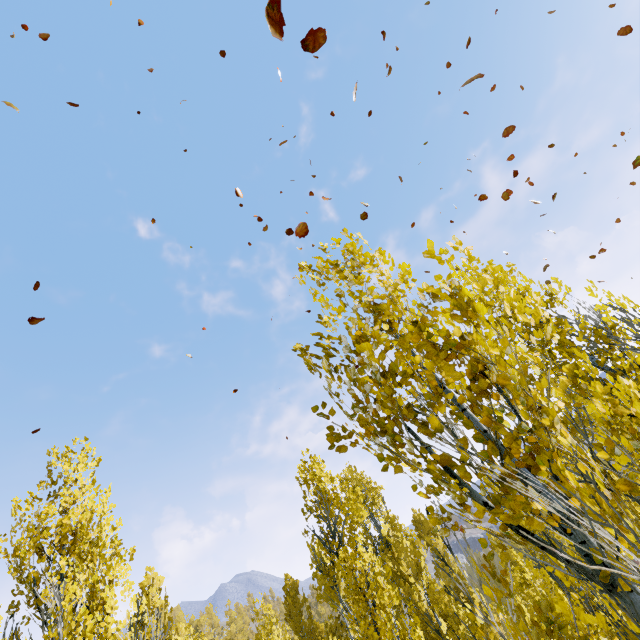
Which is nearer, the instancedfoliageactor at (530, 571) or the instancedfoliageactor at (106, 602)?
the instancedfoliageactor at (530, 571)

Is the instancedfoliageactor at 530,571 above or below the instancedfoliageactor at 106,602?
below

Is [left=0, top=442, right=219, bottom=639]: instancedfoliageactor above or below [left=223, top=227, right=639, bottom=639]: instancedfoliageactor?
above

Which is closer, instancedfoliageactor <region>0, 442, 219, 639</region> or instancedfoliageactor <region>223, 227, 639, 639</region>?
instancedfoliageactor <region>223, 227, 639, 639</region>

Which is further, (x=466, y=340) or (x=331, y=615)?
(x=331, y=615)
